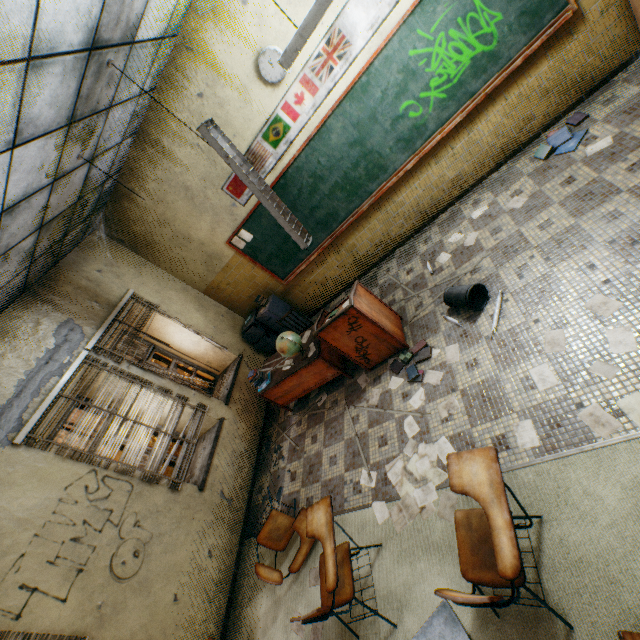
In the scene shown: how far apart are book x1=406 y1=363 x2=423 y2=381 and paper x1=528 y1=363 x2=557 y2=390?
1.1 meters

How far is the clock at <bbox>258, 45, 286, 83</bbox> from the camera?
3.7m

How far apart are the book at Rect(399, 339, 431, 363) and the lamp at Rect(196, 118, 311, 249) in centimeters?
173cm

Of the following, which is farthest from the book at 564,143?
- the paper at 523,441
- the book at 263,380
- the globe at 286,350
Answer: the book at 263,380

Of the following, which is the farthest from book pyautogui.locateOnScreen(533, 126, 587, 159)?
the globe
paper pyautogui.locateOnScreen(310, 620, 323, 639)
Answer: paper pyautogui.locateOnScreen(310, 620, 323, 639)

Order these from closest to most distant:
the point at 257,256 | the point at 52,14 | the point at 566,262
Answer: the point at 52,14 → the point at 566,262 → the point at 257,256

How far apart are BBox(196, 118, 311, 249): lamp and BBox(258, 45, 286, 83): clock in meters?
1.3 m

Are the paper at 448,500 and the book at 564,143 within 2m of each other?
no
